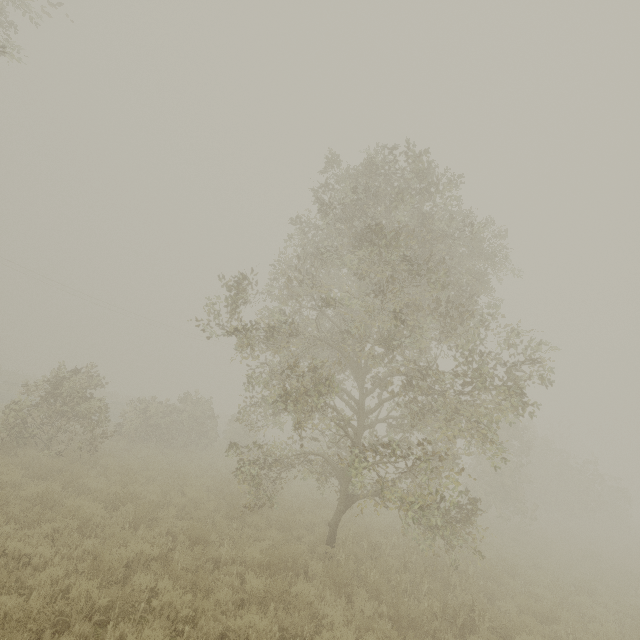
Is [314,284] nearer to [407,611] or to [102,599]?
[102,599]
